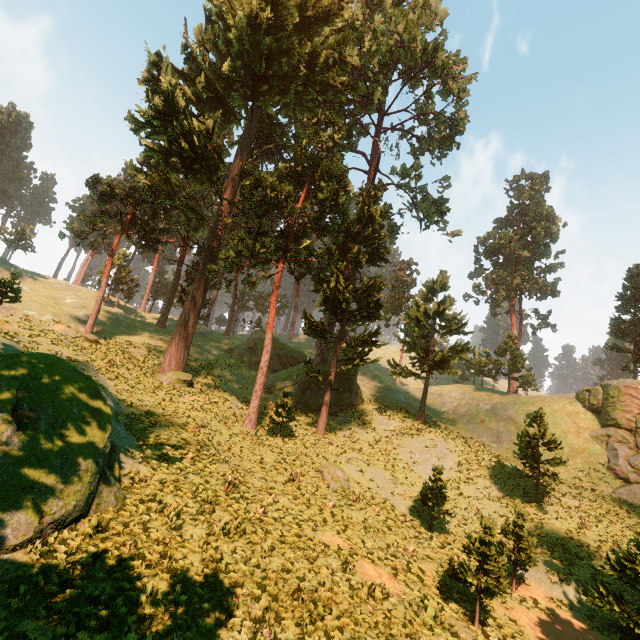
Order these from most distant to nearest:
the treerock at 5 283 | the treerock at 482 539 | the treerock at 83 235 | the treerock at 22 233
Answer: the treerock at 22 233 → the treerock at 83 235 → the treerock at 5 283 → the treerock at 482 539

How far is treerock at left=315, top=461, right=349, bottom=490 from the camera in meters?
18.5 m

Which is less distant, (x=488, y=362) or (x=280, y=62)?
(x=280, y=62)

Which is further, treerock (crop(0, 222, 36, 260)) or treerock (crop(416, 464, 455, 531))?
treerock (crop(0, 222, 36, 260))

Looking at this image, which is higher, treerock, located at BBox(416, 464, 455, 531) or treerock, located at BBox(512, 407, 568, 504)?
treerock, located at BBox(512, 407, 568, 504)

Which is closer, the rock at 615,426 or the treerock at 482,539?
the treerock at 482,539
